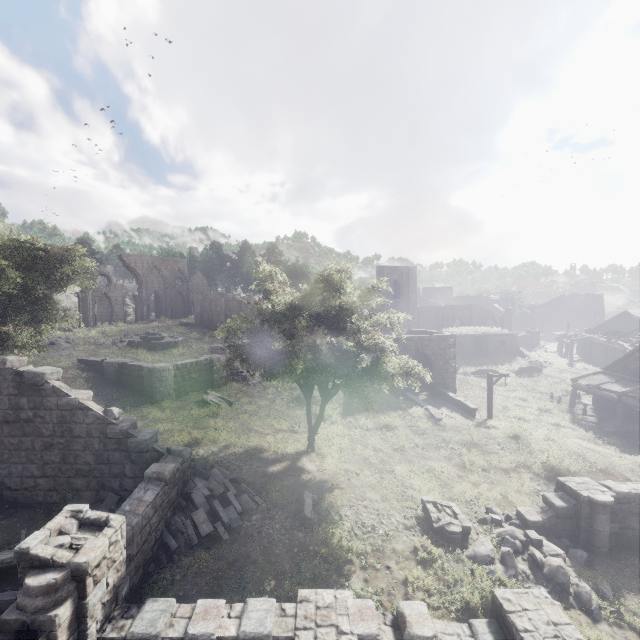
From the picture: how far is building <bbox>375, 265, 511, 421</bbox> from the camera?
24.9m

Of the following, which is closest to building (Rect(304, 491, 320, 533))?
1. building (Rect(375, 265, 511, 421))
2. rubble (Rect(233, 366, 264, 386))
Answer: building (Rect(375, 265, 511, 421))

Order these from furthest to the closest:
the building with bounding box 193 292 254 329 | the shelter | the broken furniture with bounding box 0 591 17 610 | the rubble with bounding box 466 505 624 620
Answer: the building with bounding box 193 292 254 329
the shelter
the rubble with bounding box 466 505 624 620
the broken furniture with bounding box 0 591 17 610

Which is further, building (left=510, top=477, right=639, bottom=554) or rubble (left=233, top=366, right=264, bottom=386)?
rubble (left=233, top=366, right=264, bottom=386)

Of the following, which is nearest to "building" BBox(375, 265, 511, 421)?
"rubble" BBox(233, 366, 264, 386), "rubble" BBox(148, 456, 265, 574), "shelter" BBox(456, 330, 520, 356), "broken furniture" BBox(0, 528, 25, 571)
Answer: "shelter" BBox(456, 330, 520, 356)

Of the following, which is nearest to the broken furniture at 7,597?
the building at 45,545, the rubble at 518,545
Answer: the building at 45,545

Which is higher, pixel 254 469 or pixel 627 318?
pixel 627 318

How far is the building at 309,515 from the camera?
11.3 meters
